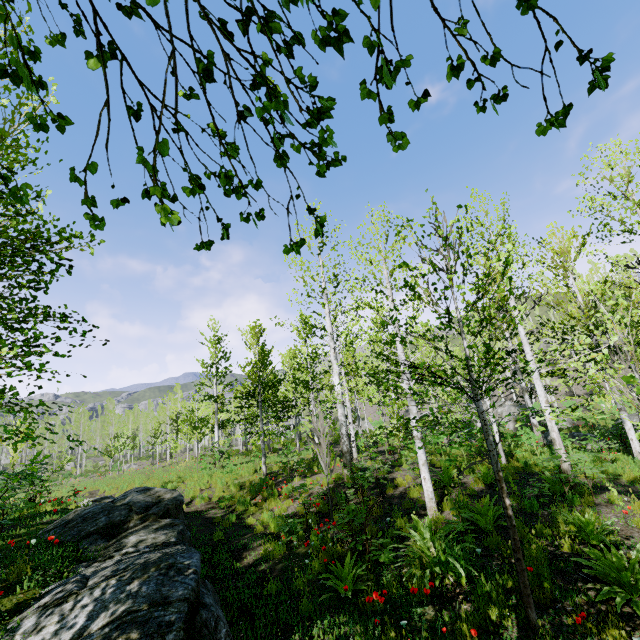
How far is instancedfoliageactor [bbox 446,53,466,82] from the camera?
0.9m

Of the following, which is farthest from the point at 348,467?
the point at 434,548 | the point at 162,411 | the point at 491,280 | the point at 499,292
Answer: → the point at 162,411

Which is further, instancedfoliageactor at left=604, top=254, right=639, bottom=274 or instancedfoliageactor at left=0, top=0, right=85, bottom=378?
instancedfoliageactor at left=604, top=254, right=639, bottom=274

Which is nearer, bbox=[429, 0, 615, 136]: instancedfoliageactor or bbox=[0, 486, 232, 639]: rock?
bbox=[429, 0, 615, 136]: instancedfoliageactor

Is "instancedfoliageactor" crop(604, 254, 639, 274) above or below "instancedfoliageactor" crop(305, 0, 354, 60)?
above

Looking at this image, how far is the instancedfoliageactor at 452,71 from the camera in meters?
0.9

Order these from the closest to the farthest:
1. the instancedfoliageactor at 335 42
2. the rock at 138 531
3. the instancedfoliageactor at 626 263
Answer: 1. the instancedfoliageactor at 335 42
2. the rock at 138 531
3. the instancedfoliageactor at 626 263
